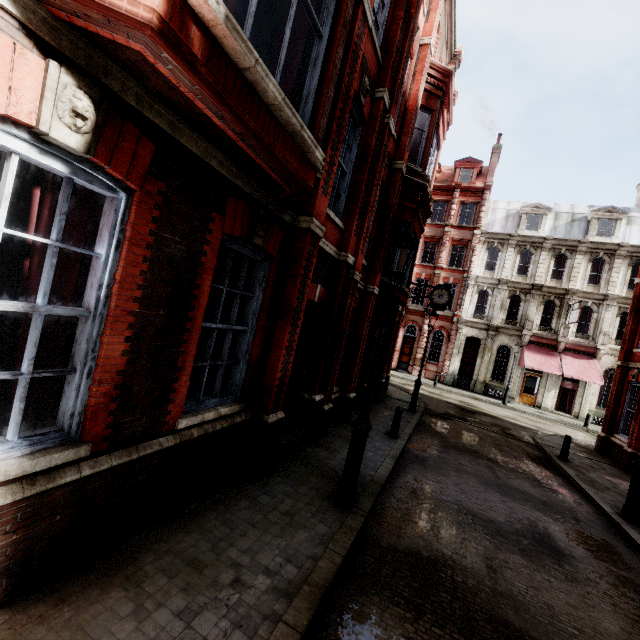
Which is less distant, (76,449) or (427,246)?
(76,449)

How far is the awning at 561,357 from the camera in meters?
23.4

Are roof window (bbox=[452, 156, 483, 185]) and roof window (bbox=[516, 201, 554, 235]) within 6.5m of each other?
yes

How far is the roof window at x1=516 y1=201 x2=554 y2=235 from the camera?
27.70m

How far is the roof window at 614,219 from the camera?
25.7 meters

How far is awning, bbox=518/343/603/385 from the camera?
23.4 meters

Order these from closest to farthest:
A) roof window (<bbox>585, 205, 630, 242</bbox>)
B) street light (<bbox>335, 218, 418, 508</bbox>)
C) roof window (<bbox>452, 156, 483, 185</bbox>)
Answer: street light (<bbox>335, 218, 418, 508</bbox>), roof window (<bbox>585, 205, 630, 242</bbox>), roof window (<bbox>452, 156, 483, 185</bbox>)

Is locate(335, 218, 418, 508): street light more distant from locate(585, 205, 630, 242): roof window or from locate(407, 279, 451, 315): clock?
locate(585, 205, 630, 242): roof window
